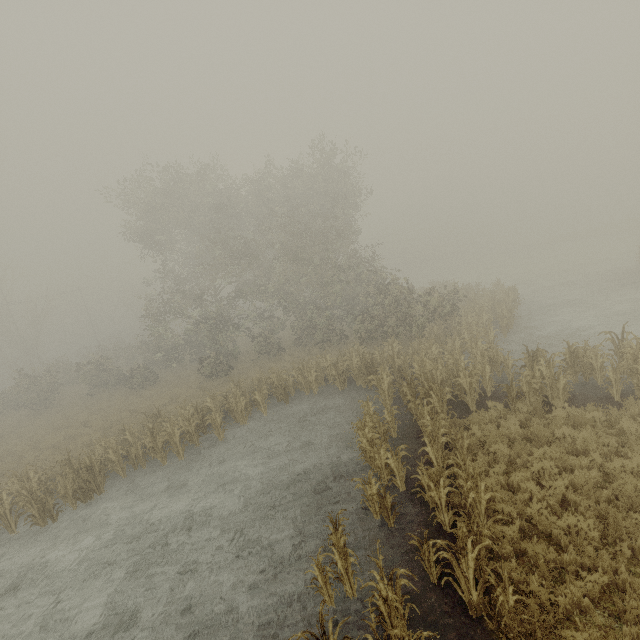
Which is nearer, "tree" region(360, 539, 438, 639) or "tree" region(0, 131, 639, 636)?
"tree" region(360, 539, 438, 639)

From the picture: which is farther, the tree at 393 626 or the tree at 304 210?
the tree at 304 210

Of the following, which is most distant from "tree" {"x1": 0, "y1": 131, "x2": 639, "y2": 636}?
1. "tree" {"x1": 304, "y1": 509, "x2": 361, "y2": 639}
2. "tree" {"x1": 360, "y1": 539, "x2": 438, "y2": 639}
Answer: "tree" {"x1": 360, "y1": 539, "x2": 438, "y2": 639}

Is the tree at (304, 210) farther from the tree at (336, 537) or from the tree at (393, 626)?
the tree at (393, 626)

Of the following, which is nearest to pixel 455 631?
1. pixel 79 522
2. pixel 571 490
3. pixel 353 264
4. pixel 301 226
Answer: pixel 571 490

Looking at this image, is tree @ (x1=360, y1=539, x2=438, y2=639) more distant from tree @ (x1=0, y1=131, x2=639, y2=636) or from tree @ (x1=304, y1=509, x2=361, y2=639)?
tree @ (x1=0, y1=131, x2=639, y2=636)
